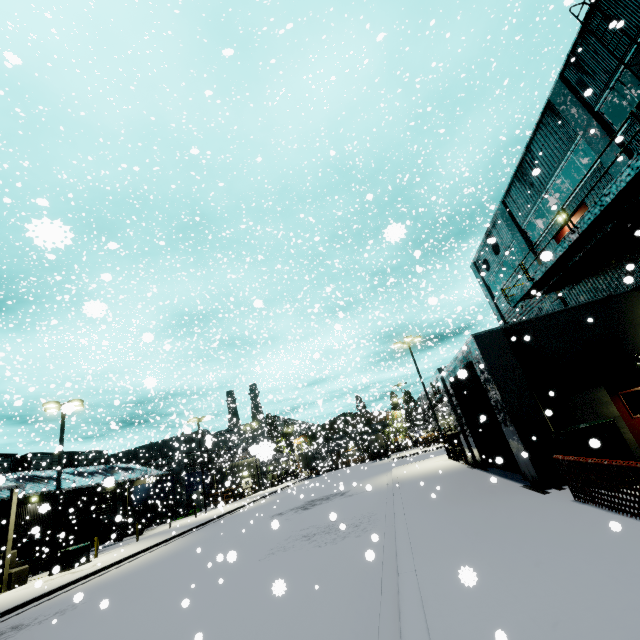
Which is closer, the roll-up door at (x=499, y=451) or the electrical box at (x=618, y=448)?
the electrical box at (x=618, y=448)

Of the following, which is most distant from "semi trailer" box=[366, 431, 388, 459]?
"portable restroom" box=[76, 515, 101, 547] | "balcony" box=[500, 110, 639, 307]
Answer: "portable restroom" box=[76, 515, 101, 547]

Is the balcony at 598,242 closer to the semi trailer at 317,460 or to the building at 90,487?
the building at 90,487

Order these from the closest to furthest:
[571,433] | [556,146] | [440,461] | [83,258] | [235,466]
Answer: [571,433] < [556,146] < [440,461] < [83,258] < [235,466]

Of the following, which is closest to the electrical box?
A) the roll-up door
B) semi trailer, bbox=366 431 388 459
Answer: the roll-up door

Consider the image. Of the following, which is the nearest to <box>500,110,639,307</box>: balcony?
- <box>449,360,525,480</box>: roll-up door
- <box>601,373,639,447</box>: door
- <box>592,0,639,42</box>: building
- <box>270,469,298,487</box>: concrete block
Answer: <box>592,0,639,42</box>: building

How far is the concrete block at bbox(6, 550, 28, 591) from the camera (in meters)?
18.81

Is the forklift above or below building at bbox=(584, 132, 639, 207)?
below
